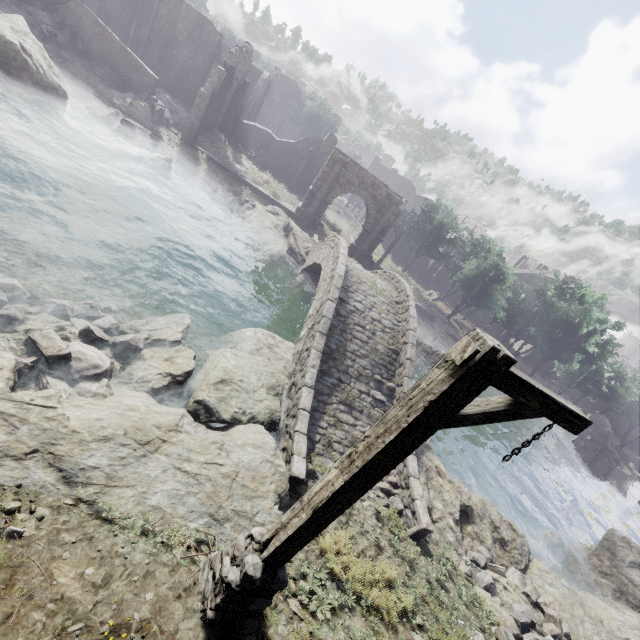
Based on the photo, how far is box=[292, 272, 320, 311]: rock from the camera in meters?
19.0 m

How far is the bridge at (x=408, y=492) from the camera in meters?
8.1

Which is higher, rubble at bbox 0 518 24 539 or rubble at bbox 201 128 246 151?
rubble at bbox 201 128 246 151

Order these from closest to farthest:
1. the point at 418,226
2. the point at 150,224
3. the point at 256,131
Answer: the point at 150,224, the point at 256,131, the point at 418,226

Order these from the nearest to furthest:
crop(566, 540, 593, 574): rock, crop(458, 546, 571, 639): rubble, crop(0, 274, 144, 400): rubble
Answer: crop(0, 274, 144, 400): rubble → crop(458, 546, 571, 639): rubble → crop(566, 540, 593, 574): rock

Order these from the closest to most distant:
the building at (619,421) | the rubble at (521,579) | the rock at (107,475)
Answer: the rock at (107,475) → the rubble at (521,579) → the building at (619,421)

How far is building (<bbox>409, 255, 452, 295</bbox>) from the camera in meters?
47.2

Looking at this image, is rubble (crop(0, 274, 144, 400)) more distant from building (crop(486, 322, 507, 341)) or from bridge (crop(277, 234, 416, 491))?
building (crop(486, 322, 507, 341))
